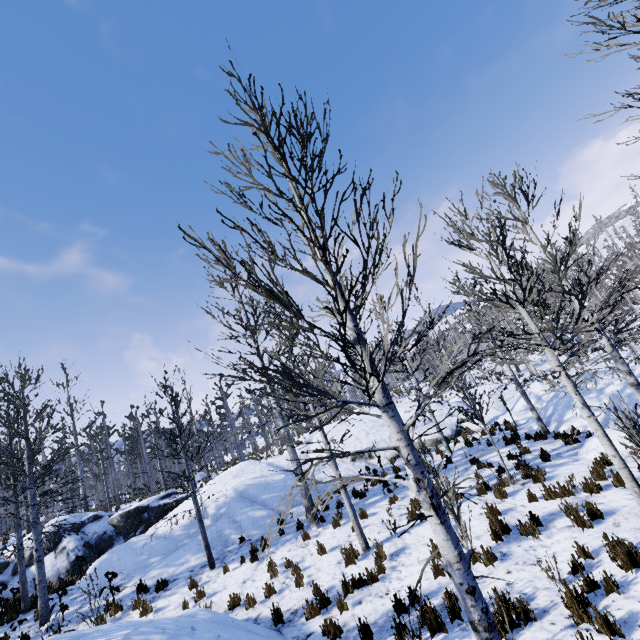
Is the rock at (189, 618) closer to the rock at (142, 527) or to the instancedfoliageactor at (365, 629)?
the instancedfoliageactor at (365, 629)

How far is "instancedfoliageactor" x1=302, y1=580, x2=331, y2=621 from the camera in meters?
6.8 m

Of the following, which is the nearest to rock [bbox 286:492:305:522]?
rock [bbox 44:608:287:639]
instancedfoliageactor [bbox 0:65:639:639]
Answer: instancedfoliageactor [bbox 0:65:639:639]

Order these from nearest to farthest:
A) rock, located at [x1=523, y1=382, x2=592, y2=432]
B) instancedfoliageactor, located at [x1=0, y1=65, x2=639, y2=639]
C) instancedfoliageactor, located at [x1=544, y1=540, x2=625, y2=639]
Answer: instancedfoliageactor, located at [x1=0, y1=65, x2=639, y2=639]
instancedfoliageactor, located at [x1=544, y1=540, x2=625, y2=639]
rock, located at [x1=523, y1=382, x2=592, y2=432]

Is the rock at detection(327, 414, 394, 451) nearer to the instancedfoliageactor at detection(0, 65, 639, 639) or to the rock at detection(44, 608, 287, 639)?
the instancedfoliageactor at detection(0, 65, 639, 639)

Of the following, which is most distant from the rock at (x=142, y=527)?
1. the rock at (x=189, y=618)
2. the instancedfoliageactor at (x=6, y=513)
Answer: the rock at (x=189, y=618)

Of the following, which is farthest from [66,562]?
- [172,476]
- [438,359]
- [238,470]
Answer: [438,359]
